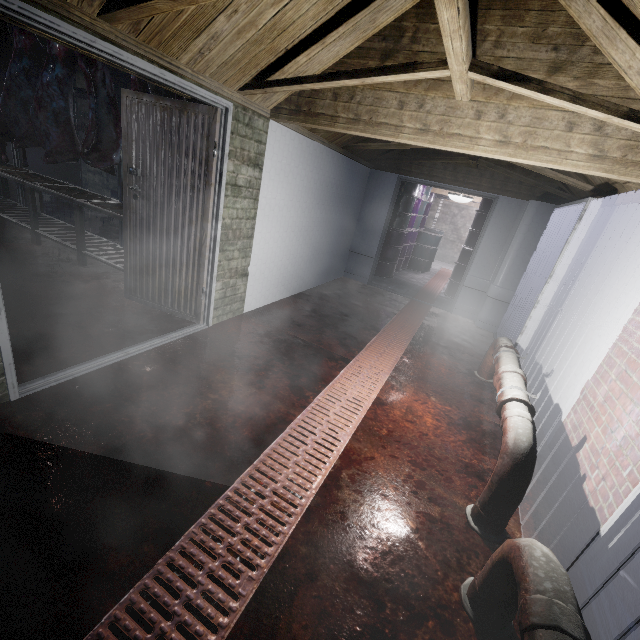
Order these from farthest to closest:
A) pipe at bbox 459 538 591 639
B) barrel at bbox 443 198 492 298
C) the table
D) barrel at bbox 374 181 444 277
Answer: barrel at bbox 374 181 444 277
barrel at bbox 443 198 492 298
the table
pipe at bbox 459 538 591 639

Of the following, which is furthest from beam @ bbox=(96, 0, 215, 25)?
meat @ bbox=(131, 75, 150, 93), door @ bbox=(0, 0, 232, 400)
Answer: meat @ bbox=(131, 75, 150, 93)

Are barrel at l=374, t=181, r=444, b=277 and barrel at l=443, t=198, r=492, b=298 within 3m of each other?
yes

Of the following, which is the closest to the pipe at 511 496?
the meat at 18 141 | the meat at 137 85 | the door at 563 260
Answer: the door at 563 260

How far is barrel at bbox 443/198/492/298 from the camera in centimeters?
602cm

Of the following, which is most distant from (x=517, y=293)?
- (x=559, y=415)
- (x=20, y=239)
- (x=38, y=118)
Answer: (x=20, y=239)

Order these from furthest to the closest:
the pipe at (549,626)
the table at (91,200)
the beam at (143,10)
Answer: the table at (91,200), the beam at (143,10), the pipe at (549,626)

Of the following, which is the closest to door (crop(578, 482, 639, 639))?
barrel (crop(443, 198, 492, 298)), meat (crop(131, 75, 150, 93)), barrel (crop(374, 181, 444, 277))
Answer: meat (crop(131, 75, 150, 93))
